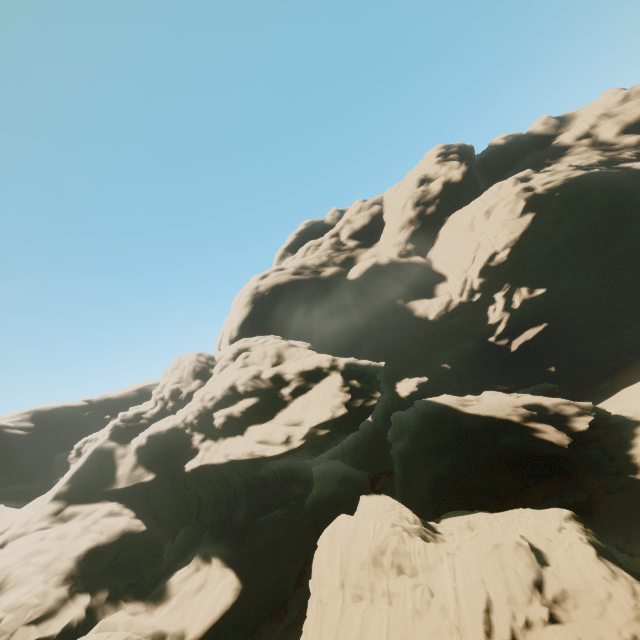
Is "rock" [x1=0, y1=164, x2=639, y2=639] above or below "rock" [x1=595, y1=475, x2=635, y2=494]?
above

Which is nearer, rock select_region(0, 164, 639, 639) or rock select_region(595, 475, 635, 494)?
rock select_region(0, 164, 639, 639)

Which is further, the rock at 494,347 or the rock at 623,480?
the rock at 623,480

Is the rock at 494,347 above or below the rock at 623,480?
above

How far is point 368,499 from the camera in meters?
22.1 m
